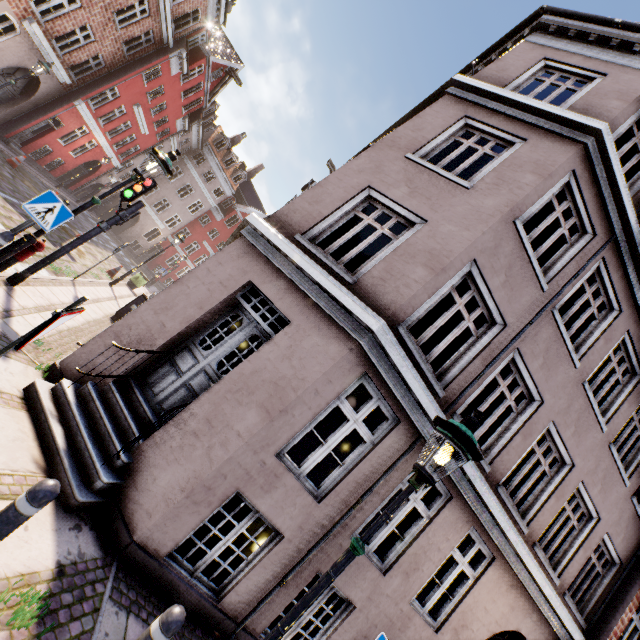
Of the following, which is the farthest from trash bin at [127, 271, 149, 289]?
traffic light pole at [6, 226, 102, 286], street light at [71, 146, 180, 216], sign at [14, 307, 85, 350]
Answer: sign at [14, 307, 85, 350]

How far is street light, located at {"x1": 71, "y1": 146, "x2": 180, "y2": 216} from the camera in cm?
538

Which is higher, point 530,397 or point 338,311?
point 530,397

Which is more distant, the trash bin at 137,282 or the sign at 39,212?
the trash bin at 137,282

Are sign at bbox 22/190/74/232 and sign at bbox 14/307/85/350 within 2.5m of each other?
no

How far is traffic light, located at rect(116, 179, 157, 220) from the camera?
6.8 meters

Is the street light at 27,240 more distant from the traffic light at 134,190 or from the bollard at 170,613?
the traffic light at 134,190

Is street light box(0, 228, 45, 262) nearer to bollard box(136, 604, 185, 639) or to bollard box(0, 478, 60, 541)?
bollard box(136, 604, 185, 639)
